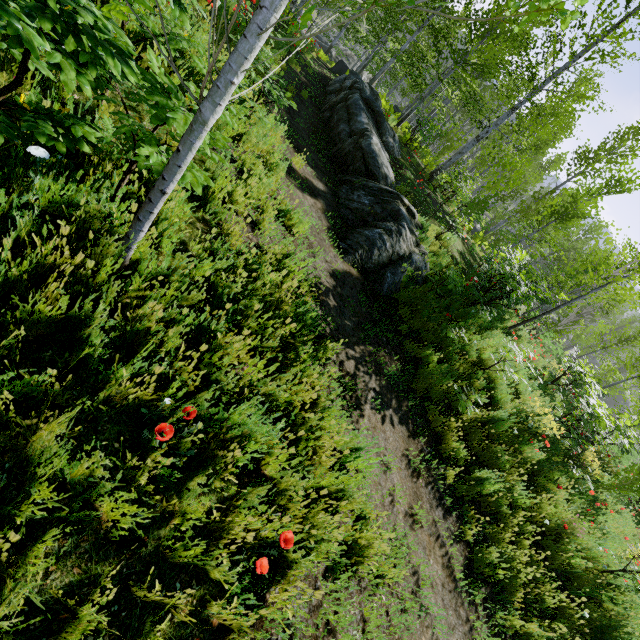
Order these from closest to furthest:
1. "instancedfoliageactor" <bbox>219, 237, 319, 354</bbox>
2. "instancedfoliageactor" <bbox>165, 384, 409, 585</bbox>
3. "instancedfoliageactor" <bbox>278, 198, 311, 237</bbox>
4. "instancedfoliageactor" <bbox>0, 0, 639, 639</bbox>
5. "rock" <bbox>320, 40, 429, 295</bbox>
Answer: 1. "instancedfoliageactor" <bbox>0, 0, 639, 639</bbox>
2. "instancedfoliageactor" <bbox>165, 384, 409, 585</bbox>
3. "instancedfoliageactor" <bbox>219, 237, 319, 354</bbox>
4. "instancedfoliageactor" <bbox>278, 198, 311, 237</bbox>
5. "rock" <bbox>320, 40, 429, 295</bbox>

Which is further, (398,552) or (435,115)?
(435,115)

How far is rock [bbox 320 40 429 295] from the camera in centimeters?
704cm

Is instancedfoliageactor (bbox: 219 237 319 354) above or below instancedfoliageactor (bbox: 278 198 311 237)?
above

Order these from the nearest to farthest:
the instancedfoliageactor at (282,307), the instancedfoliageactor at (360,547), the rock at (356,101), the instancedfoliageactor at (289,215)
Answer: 1. the instancedfoliageactor at (360,547)
2. the instancedfoliageactor at (282,307)
3. the instancedfoliageactor at (289,215)
4. the rock at (356,101)

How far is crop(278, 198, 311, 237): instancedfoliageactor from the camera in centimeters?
507cm

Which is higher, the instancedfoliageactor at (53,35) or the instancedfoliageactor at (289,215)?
the instancedfoliageactor at (53,35)
